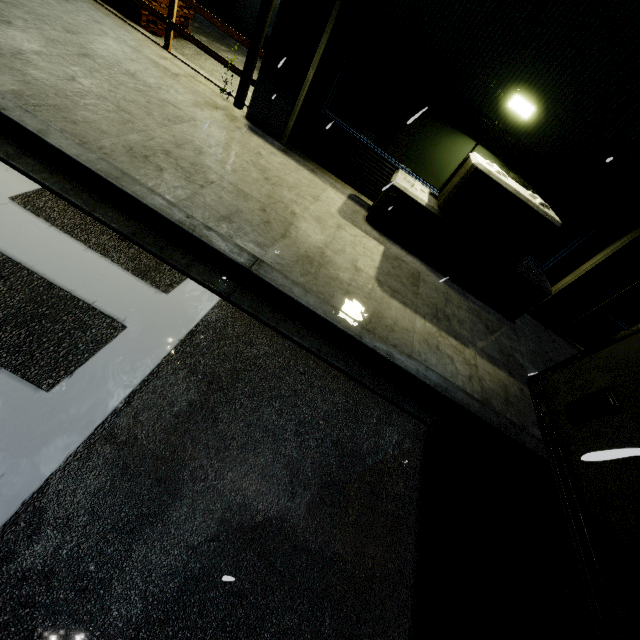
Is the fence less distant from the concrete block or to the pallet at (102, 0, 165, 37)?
the pallet at (102, 0, 165, 37)

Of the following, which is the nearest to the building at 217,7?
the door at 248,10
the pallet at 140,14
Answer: the door at 248,10

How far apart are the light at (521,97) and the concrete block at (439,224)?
0.8m

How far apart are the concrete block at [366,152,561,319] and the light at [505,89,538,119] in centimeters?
83cm

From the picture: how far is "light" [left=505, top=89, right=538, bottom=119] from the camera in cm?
559

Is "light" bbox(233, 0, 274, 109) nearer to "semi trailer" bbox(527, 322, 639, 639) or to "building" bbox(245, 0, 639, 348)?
"building" bbox(245, 0, 639, 348)

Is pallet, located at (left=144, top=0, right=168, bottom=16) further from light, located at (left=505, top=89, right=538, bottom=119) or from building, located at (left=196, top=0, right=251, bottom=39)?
light, located at (left=505, top=89, right=538, bottom=119)

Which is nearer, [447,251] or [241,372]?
Result: [241,372]
